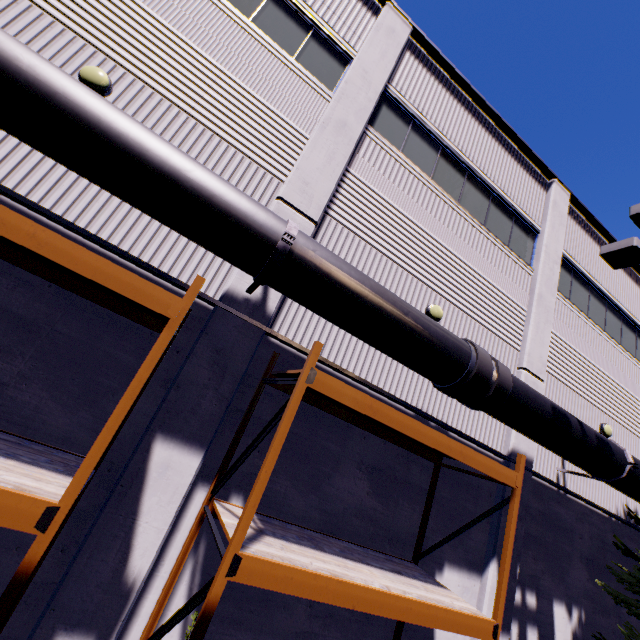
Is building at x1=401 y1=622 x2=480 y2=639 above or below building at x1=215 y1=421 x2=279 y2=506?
below

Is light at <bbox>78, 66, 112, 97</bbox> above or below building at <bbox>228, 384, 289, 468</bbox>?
above

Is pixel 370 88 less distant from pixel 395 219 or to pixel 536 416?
pixel 395 219

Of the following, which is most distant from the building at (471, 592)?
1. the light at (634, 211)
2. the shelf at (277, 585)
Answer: the light at (634, 211)

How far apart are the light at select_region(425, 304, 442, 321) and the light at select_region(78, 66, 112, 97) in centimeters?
759cm

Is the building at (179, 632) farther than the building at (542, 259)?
No

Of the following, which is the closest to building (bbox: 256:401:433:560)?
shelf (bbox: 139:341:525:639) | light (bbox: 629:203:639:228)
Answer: shelf (bbox: 139:341:525:639)

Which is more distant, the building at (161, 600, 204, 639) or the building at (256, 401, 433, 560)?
the building at (256, 401, 433, 560)
